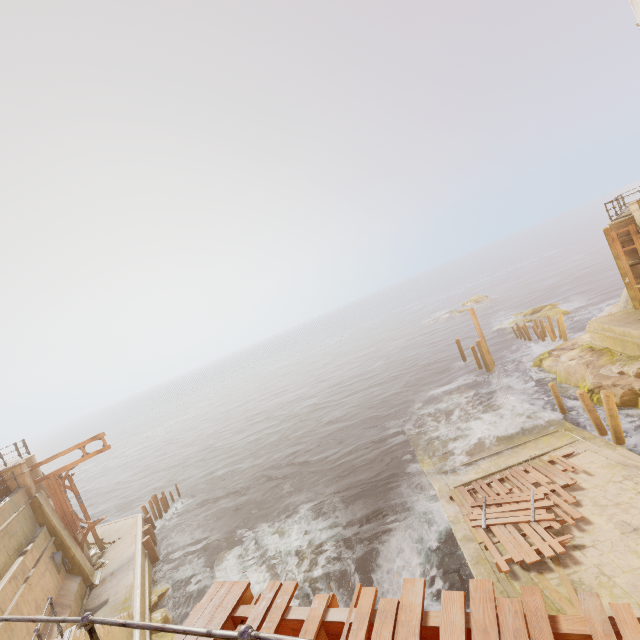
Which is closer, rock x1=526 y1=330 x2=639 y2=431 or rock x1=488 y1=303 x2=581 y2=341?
rock x1=526 y1=330 x2=639 y2=431

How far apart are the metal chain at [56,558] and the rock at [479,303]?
54.80m

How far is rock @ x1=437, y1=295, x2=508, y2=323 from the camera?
53.3m

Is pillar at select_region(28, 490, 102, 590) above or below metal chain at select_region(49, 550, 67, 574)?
below

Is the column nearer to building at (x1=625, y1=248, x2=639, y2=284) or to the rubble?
building at (x1=625, y1=248, x2=639, y2=284)

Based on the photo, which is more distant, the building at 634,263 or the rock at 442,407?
the rock at 442,407

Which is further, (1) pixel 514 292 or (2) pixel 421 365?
(1) pixel 514 292

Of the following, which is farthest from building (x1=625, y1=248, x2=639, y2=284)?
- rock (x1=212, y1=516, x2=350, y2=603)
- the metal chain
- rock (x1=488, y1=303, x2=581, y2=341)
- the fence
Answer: the metal chain
